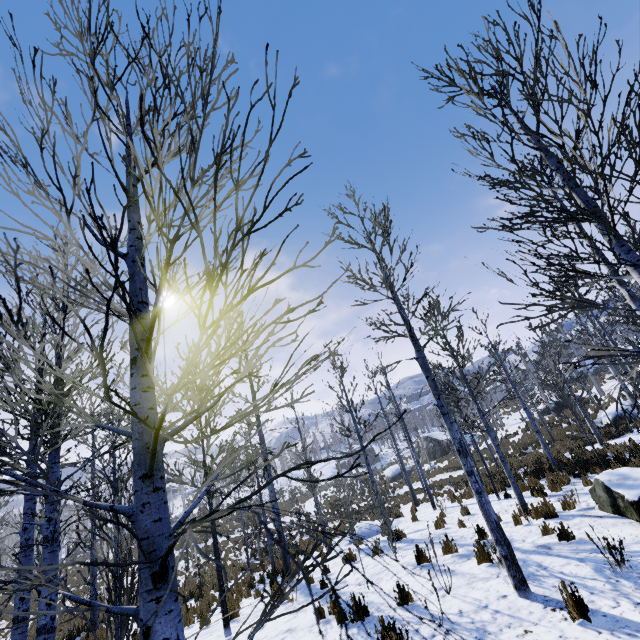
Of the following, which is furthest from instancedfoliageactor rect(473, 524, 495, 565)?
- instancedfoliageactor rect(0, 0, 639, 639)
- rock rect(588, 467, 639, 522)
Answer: rock rect(588, 467, 639, 522)

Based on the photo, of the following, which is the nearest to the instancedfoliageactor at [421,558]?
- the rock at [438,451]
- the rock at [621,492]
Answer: the rock at [621,492]

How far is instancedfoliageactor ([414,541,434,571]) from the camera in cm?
592

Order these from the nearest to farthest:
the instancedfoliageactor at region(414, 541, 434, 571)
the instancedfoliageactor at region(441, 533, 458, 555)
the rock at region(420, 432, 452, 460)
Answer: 1. the instancedfoliageactor at region(414, 541, 434, 571)
2. the instancedfoliageactor at region(441, 533, 458, 555)
3. the rock at region(420, 432, 452, 460)

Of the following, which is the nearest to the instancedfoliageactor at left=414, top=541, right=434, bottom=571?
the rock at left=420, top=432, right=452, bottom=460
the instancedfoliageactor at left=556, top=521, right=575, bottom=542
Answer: the instancedfoliageactor at left=556, top=521, right=575, bottom=542

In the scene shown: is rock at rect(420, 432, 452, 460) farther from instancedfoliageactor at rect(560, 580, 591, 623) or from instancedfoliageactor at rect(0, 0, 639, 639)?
instancedfoliageactor at rect(560, 580, 591, 623)

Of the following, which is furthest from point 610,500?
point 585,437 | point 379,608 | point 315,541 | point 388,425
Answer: point 315,541

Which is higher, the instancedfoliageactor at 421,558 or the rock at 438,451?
the instancedfoliageactor at 421,558
